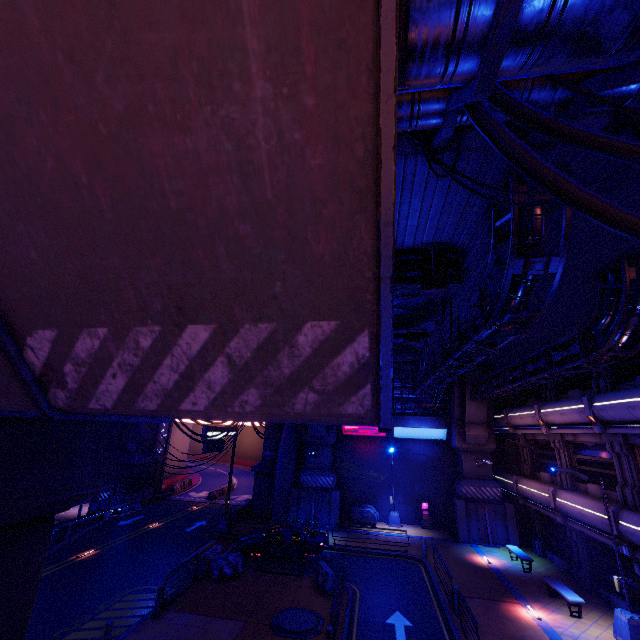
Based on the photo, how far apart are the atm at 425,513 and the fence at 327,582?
13.0 meters

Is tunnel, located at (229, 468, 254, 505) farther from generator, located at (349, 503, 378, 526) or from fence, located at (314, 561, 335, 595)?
fence, located at (314, 561, 335, 595)

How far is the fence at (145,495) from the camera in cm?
2625

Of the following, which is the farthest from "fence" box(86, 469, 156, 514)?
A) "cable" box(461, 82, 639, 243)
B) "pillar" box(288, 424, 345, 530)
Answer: "cable" box(461, 82, 639, 243)

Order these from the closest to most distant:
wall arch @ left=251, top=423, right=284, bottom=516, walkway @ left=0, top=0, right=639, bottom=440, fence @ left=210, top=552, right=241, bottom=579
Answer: walkway @ left=0, top=0, right=639, bottom=440 < fence @ left=210, top=552, right=241, bottom=579 < wall arch @ left=251, top=423, right=284, bottom=516

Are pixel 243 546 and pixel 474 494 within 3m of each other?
no

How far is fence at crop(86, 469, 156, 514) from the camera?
26.2m

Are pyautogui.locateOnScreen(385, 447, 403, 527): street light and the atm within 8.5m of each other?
yes
